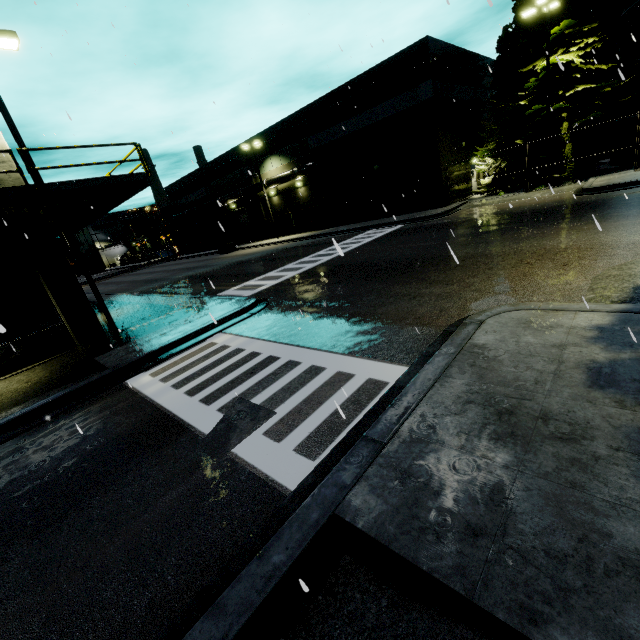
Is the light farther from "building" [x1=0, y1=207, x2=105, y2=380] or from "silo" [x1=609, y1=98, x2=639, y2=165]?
"silo" [x1=609, y1=98, x2=639, y2=165]

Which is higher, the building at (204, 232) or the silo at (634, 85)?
the silo at (634, 85)

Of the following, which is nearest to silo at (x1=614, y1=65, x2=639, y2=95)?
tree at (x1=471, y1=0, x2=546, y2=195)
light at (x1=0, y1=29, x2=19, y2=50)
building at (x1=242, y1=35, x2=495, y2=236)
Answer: building at (x1=242, y1=35, x2=495, y2=236)

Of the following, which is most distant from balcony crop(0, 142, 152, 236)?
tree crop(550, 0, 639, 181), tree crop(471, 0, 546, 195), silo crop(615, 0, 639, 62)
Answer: tree crop(550, 0, 639, 181)

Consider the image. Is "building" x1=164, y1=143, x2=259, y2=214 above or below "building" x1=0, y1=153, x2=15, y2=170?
above

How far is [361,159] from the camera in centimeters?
2789cm

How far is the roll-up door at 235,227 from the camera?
42.3m

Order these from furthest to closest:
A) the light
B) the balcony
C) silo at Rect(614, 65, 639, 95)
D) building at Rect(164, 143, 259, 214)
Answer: building at Rect(164, 143, 259, 214), silo at Rect(614, 65, 639, 95), the light, the balcony
